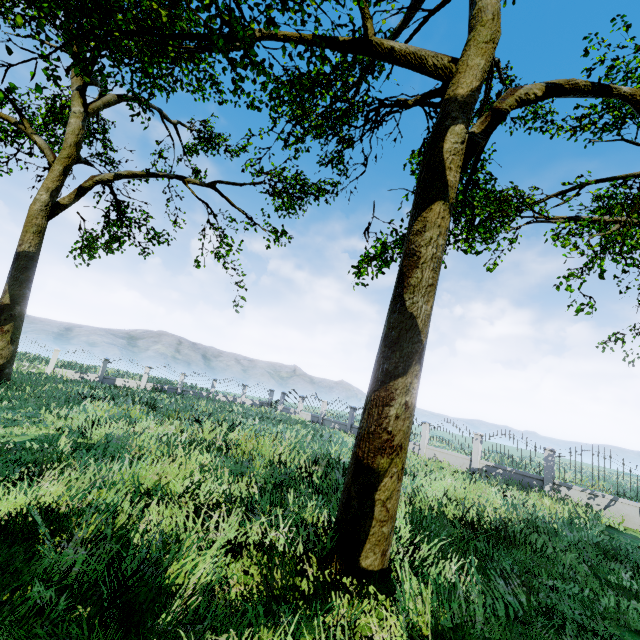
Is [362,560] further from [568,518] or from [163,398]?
[163,398]

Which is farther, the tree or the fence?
the fence

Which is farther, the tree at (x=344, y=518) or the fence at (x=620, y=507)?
the fence at (x=620, y=507)
